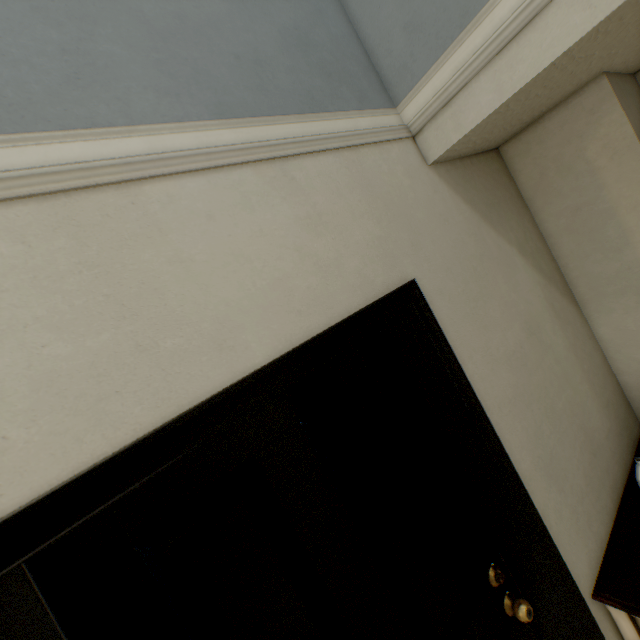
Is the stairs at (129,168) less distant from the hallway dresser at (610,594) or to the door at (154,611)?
the door at (154,611)

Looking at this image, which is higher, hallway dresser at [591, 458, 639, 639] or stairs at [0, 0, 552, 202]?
stairs at [0, 0, 552, 202]

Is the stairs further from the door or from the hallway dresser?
the hallway dresser

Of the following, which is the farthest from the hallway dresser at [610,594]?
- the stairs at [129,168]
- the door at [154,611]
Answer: the stairs at [129,168]

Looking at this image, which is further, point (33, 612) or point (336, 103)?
point (336, 103)

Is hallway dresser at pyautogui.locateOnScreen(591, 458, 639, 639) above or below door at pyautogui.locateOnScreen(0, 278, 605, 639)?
below

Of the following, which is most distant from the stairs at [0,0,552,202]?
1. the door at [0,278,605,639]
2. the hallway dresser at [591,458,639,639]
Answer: the hallway dresser at [591,458,639,639]
